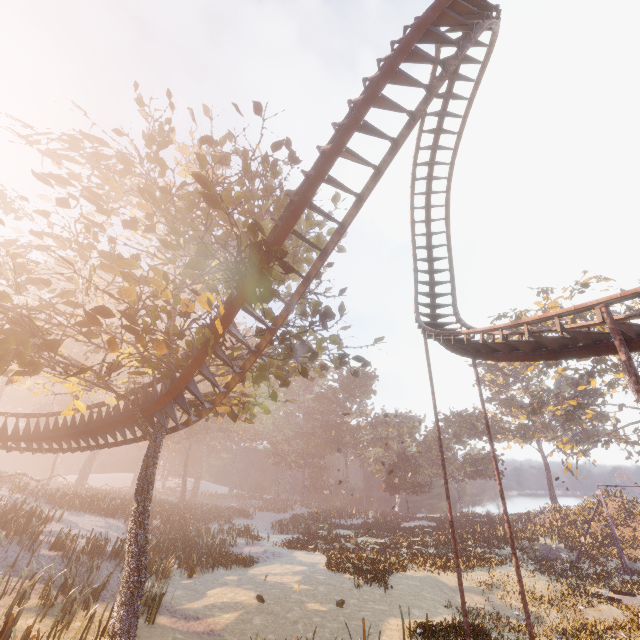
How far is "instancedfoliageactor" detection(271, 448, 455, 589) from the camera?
20.36m

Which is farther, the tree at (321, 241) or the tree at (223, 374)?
the tree at (321, 241)

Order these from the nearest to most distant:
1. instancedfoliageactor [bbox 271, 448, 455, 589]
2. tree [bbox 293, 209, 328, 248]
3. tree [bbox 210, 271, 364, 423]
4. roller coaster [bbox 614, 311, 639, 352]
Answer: roller coaster [bbox 614, 311, 639, 352], tree [bbox 210, 271, 364, 423], tree [bbox 293, 209, 328, 248], instancedfoliageactor [bbox 271, 448, 455, 589]

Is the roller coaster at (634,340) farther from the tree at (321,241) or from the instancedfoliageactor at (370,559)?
the instancedfoliageactor at (370,559)

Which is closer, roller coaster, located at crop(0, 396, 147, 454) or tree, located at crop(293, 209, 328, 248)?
roller coaster, located at crop(0, 396, 147, 454)

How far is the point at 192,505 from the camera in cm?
4397

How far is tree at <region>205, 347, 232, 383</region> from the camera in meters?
9.1
